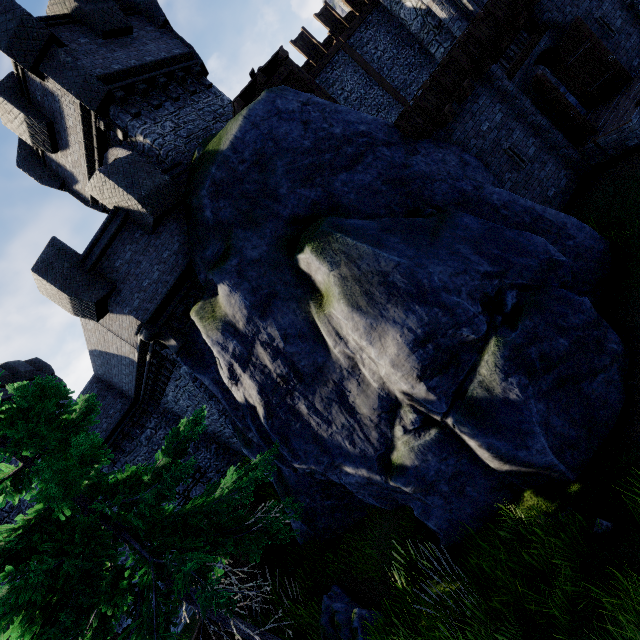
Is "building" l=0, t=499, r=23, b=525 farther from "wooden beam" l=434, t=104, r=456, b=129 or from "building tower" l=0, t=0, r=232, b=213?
"wooden beam" l=434, t=104, r=456, b=129

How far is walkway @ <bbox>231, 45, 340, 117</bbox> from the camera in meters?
11.6

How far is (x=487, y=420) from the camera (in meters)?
5.77

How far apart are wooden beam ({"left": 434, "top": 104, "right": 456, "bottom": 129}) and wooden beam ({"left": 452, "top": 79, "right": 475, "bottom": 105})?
0.7 meters

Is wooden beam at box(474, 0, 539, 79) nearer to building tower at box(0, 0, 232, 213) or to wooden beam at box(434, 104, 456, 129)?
wooden beam at box(434, 104, 456, 129)

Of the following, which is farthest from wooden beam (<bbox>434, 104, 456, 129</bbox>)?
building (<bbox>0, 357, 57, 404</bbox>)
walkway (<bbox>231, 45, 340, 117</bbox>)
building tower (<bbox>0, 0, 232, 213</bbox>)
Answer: building (<bbox>0, 357, 57, 404</bbox>)

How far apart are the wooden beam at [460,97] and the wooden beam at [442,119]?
0.74m

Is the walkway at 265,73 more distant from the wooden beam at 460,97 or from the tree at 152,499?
the tree at 152,499
